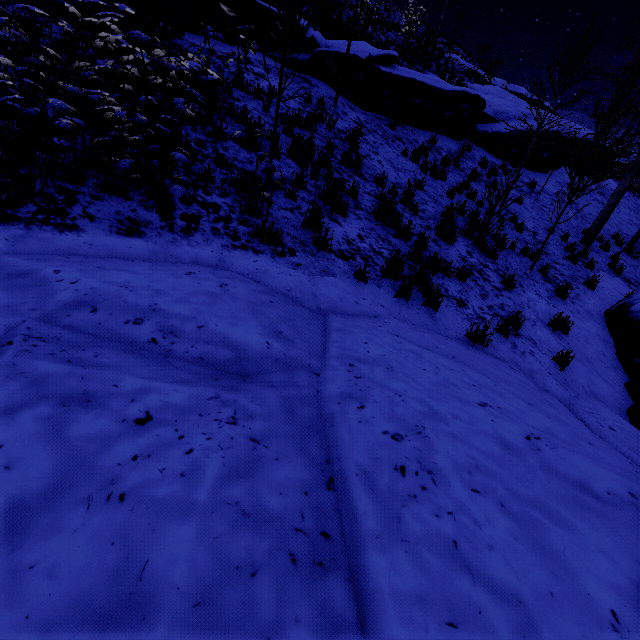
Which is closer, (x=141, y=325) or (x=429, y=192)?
(x=141, y=325)

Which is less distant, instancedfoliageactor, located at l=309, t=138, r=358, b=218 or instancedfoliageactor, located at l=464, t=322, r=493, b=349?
instancedfoliageactor, located at l=464, t=322, r=493, b=349

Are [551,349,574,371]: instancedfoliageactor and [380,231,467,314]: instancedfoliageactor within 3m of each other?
yes

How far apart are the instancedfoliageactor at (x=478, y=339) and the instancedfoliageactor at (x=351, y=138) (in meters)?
5.34

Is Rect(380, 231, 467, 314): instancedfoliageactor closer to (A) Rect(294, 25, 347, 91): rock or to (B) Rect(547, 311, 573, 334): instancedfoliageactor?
(B) Rect(547, 311, 573, 334): instancedfoliageactor

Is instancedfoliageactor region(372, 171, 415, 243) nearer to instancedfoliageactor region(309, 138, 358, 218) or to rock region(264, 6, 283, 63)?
rock region(264, 6, 283, 63)

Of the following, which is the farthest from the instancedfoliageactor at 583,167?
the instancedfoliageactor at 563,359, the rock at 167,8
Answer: the instancedfoliageactor at 563,359

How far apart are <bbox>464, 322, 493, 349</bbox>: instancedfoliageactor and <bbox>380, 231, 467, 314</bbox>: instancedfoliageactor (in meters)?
0.55
